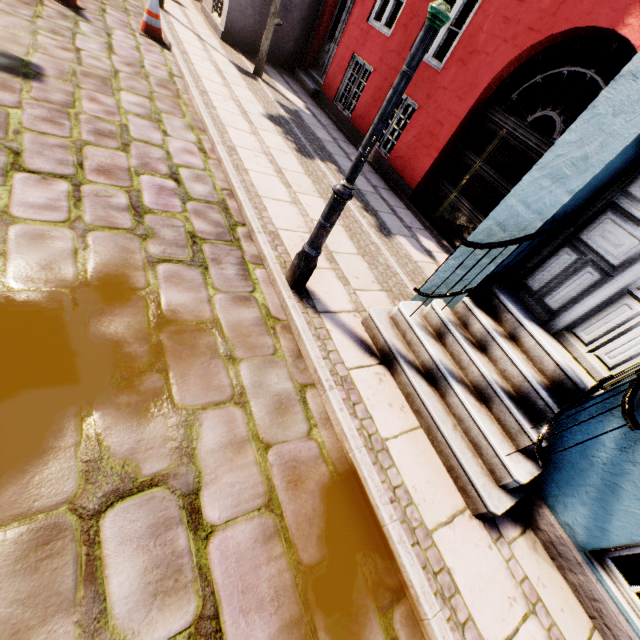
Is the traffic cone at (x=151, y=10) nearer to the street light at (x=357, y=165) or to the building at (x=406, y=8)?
the building at (x=406, y=8)

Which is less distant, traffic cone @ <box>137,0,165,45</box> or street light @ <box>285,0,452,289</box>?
street light @ <box>285,0,452,289</box>

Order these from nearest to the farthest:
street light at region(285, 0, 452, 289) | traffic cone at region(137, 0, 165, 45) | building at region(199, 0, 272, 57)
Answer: street light at region(285, 0, 452, 289)
traffic cone at region(137, 0, 165, 45)
building at region(199, 0, 272, 57)

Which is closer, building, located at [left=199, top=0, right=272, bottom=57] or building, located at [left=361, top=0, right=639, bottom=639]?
building, located at [left=361, top=0, right=639, bottom=639]

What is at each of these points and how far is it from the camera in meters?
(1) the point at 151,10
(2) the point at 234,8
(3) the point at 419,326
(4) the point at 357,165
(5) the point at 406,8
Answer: (1) traffic cone, 6.4 m
(2) building, 8.5 m
(3) building, 3.1 m
(4) street light, 2.4 m
(5) building, 6.8 m

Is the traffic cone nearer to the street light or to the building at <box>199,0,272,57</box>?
the building at <box>199,0,272,57</box>

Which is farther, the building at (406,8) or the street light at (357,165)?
the building at (406,8)
